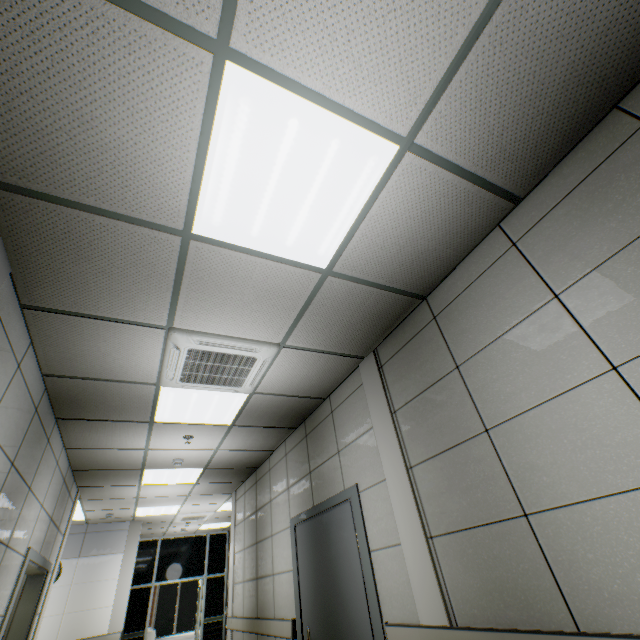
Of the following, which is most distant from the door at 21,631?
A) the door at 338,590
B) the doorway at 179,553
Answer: the doorway at 179,553

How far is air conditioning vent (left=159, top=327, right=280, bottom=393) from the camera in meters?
2.8

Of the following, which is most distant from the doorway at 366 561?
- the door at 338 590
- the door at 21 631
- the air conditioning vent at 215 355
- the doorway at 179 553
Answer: the doorway at 179 553

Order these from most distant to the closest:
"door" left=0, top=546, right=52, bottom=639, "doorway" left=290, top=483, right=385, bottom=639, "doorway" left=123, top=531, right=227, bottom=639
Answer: "doorway" left=123, top=531, right=227, bottom=639, "door" left=0, top=546, right=52, bottom=639, "doorway" left=290, top=483, right=385, bottom=639

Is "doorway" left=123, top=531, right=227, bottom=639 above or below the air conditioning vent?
below

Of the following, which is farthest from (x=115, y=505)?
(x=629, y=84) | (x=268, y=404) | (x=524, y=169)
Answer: (x=629, y=84)

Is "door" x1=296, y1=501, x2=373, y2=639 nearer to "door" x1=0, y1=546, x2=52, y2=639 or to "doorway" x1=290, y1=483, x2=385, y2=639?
"doorway" x1=290, y1=483, x2=385, y2=639

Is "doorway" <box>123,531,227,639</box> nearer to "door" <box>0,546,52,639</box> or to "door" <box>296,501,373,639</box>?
"door" <box>0,546,52,639</box>
